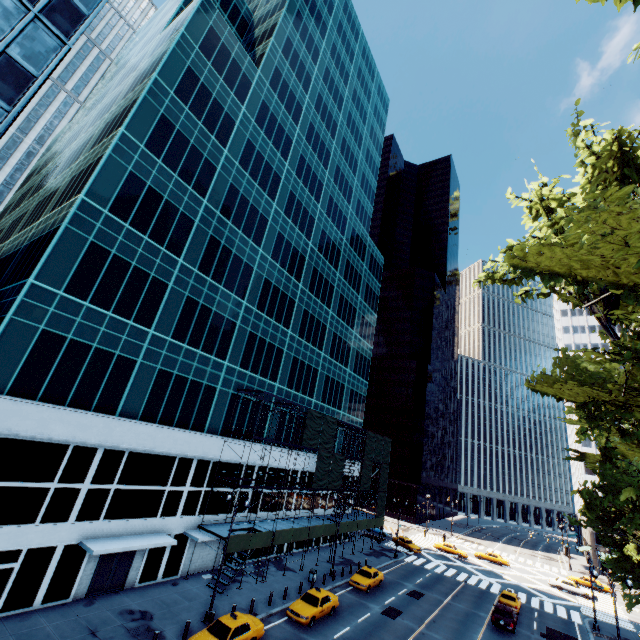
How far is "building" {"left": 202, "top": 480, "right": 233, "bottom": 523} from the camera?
28.8 meters

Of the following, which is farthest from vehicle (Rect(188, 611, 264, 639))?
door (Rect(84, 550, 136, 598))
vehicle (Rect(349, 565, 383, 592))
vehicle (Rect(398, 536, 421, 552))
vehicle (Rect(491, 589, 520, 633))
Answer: vehicle (Rect(398, 536, 421, 552))

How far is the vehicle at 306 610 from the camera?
22.88m

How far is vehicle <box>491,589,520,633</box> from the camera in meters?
28.3

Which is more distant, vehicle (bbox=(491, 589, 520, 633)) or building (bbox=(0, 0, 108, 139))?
vehicle (bbox=(491, 589, 520, 633))

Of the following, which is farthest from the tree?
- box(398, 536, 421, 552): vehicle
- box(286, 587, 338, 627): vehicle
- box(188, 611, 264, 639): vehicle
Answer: box(398, 536, 421, 552): vehicle

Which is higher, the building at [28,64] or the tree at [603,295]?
the building at [28,64]

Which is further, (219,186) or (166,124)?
(219,186)
